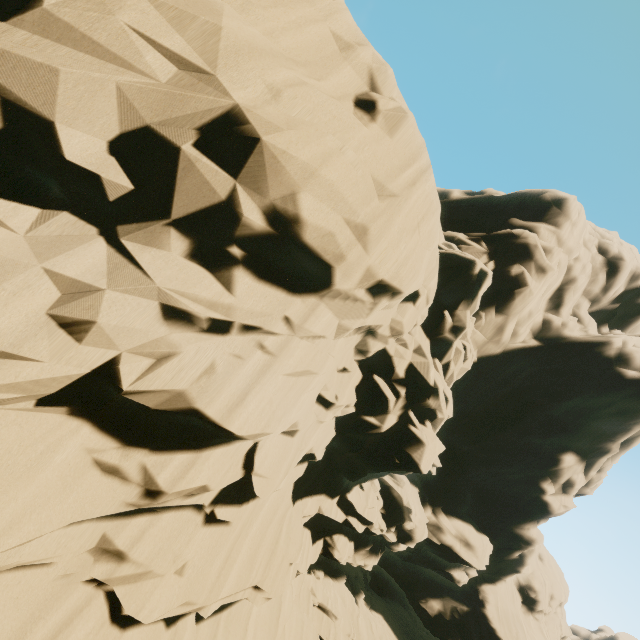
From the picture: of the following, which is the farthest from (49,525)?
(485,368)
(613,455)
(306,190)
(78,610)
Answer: (613,455)
